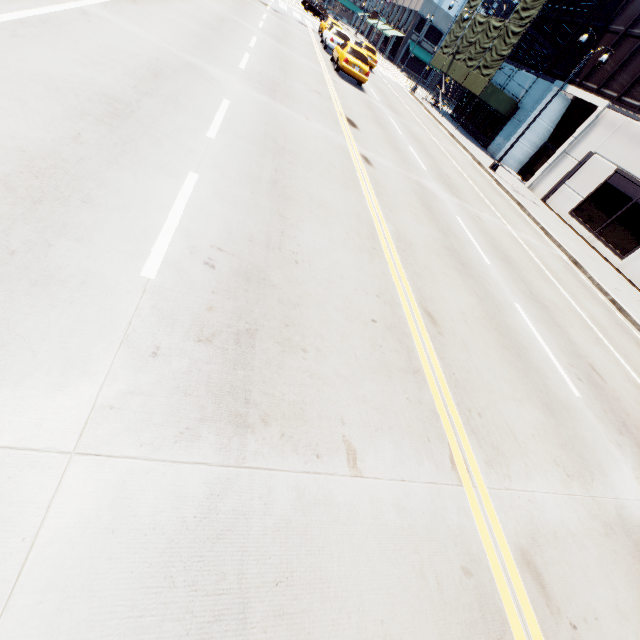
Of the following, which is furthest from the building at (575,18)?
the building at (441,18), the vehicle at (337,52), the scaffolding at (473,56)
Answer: the building at (441,18)

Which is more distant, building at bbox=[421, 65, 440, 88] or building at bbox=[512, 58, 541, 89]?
building at bbox=[421, 65, 440, 88]

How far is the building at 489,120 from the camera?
29.73m

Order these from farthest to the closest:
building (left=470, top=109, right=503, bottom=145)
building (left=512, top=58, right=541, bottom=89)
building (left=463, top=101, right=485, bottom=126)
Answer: building (left=463, top=101, right=485, bottom=126)
building (left=470, top=109, right=503, bottom=145)
building (left=512, top=58, right=541, bottom=89)

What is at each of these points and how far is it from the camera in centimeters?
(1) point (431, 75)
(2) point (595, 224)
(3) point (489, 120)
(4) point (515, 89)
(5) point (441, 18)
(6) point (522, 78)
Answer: (1) building, 5616cm
(2) building, 1972cm
(3) building, 3042cm
(4) building, 2842cm
(5) building, 5038cm
(6) building, 2800cm

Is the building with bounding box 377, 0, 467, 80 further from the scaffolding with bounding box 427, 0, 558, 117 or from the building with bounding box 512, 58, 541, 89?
the building with bounding box 512, 58, 541, 89
